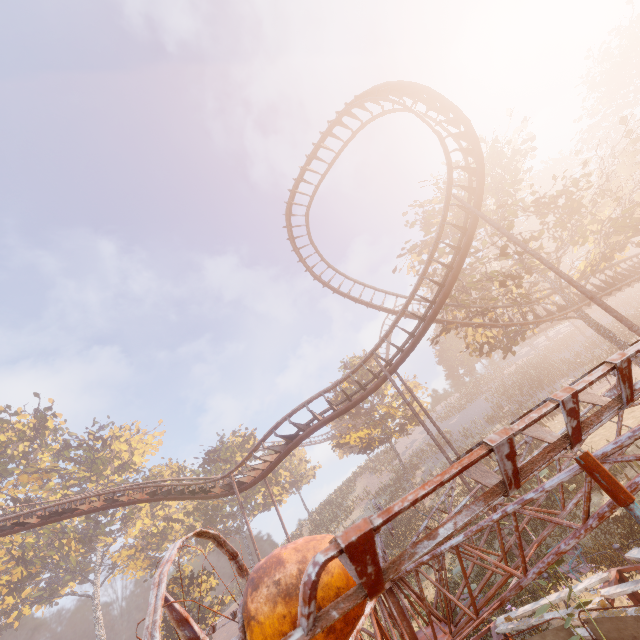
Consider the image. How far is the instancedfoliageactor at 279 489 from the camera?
45.25m

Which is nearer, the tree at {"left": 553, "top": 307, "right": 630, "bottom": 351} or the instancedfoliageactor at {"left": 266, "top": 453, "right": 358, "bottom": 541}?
the tree at {"left": 553, "top": 307, "right": 630, "bottom": 351}

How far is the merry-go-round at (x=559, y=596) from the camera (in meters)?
6.77

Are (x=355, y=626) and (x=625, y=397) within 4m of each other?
yes

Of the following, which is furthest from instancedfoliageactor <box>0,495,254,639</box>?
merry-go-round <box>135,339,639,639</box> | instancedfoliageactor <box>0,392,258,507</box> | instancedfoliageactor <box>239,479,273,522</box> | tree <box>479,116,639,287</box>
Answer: tree <box>479,116,639,287</box>

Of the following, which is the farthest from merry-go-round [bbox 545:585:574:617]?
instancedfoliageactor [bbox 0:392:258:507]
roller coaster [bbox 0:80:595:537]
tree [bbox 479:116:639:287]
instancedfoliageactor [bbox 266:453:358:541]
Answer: instancedfoliageactor [bbox 0:392:258:507]

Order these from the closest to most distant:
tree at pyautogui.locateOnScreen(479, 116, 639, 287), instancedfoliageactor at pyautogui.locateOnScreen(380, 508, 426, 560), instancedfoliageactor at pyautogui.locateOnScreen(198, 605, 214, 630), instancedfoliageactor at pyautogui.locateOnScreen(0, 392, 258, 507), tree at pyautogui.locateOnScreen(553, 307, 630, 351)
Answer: tree at pyautogui.locateOnScreen(479, 116, 639, 287), tree at pyautogui.locateOnScreen(553, 307, 630, 351), instancedfoliageactor at pyautogui.locateOnScreen(380, 508, 426, 560), instancedfoliageactor at pyautogui.locateOnScreen(198, 605, 214, 630), instancedfoliageactor at pyautogui.locateOnScreen(0, 392, 258, 507)

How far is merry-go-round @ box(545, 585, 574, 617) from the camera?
6.8m
